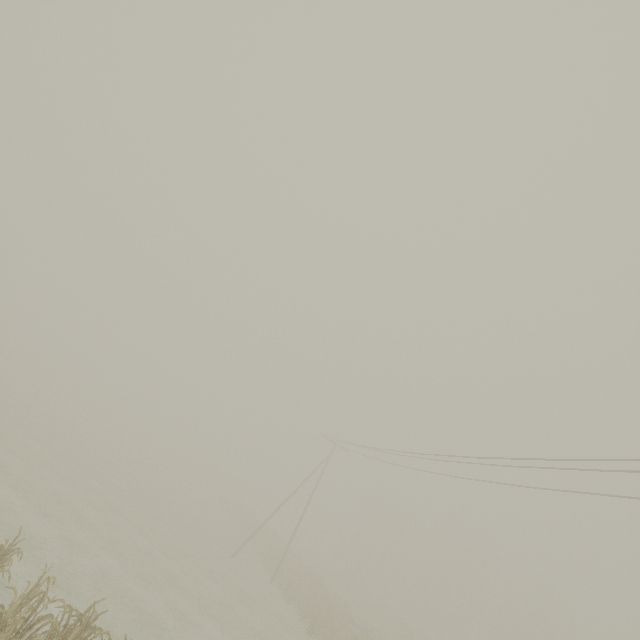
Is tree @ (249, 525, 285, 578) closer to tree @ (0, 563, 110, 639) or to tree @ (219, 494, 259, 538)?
tree @ (219, 494, 259, 538)

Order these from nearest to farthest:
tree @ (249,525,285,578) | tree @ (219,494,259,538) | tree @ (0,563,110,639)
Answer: tree @ (0,563,110,639) < tree @ (249,525,285,578) < tree @ (219,494,259,538)

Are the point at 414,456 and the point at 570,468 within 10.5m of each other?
yes

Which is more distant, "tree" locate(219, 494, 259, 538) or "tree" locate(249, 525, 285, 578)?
"tree" locate(219, 494, 259, 538)

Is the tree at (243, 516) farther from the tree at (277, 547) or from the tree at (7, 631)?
the tree at (7, 631)

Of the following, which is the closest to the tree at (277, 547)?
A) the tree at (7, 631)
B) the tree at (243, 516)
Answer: the tree at (243, 516)

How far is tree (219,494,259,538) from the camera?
40.54m

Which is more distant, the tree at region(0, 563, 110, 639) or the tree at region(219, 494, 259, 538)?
the tree at region(219, 494, 259, 538)
